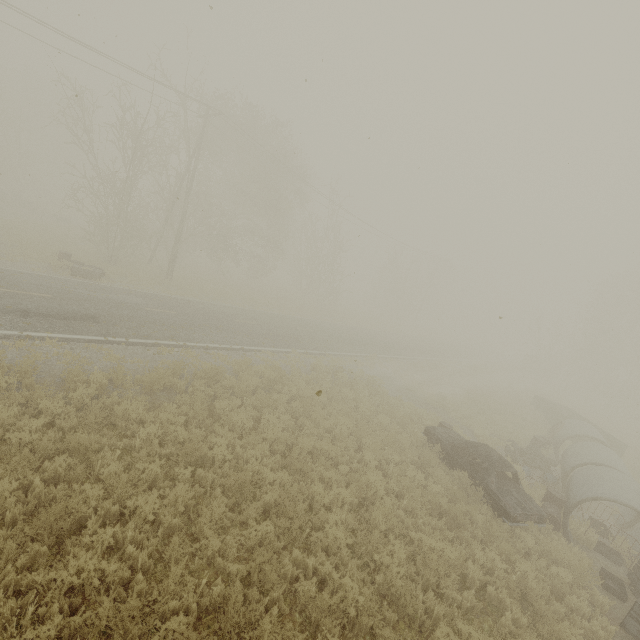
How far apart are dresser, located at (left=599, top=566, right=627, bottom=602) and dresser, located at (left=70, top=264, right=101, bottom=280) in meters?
23.0

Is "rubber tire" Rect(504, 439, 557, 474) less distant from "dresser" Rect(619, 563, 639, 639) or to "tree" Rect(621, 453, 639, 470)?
"dresser" Rect(619, 563, 639, 639)

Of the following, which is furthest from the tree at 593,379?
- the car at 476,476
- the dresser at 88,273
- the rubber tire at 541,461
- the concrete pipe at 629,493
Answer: the concrete pipe at 629,493

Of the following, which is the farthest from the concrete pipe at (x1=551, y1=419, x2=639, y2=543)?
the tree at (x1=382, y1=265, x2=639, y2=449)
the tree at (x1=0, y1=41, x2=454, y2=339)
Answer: the tree at (x1=0, y1=41, x2=454, y2=339)

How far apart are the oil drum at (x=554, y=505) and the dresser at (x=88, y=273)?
22.1 meters

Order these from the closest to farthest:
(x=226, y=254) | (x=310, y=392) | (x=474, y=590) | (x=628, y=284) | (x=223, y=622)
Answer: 1. (x=223, y=622)
2. (x=474, y=590)
3. (x=310, y=392)
4. (x=226, y=254)
5. (x=628, y=284)

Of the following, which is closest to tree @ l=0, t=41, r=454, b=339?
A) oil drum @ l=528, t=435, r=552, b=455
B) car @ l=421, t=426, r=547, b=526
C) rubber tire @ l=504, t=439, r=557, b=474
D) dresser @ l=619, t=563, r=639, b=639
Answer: car @ l=421, t=426, r=547, b=526

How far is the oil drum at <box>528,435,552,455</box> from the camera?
16.3m
